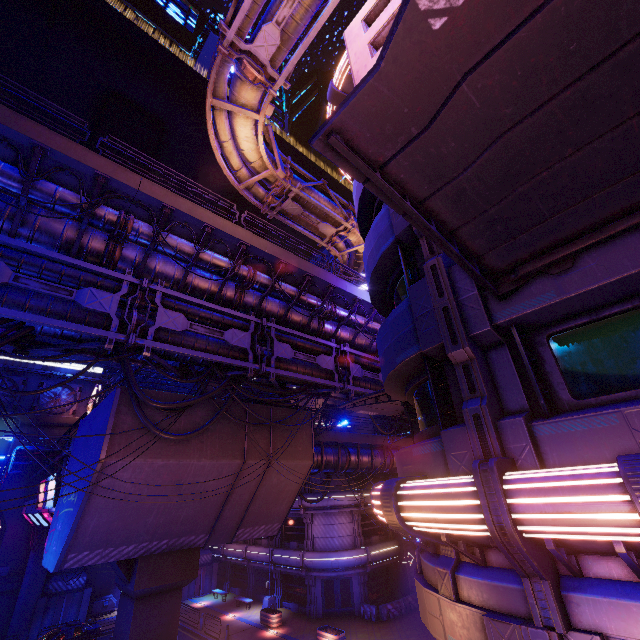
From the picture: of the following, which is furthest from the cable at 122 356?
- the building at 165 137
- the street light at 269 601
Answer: the building at 165 137

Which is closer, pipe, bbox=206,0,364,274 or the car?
pipe, bbox=206,0,364,274

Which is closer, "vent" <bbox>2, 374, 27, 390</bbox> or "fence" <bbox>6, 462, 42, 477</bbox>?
"fence" <bbox>6, 462, 42, 477</bbox>

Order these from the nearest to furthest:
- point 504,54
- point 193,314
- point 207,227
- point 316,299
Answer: point 504,54, point 207,227, point 193,314, point 316,299

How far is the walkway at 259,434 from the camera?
15.9m

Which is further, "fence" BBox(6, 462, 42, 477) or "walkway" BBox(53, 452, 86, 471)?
"fence" BBox(6, 462, 42, 477)

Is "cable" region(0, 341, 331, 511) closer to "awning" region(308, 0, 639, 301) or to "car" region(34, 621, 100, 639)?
"awning" region(308, 0, 639, 301)

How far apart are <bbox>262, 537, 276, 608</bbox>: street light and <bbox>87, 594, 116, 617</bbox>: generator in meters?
15.6
